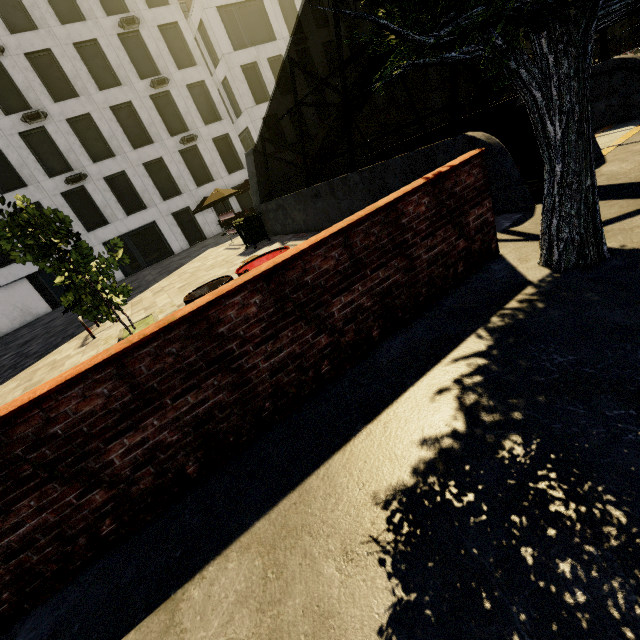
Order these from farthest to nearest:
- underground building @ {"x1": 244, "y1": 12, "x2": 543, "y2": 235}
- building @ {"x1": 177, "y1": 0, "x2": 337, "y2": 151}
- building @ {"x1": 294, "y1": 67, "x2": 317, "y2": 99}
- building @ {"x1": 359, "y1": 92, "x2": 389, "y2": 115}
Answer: building @ {"x1": 359, "y1": 92, "x2": 389, "y2": 115} < building @ {"x1": 294, "y1": 67, "x2": 317, "y2": 99} < building @ {"x1": 177, "y1": 0, "x2": 337, "y2": 151} < underground building @ {"x1": 244, "y1": 12, "x2": 543, "y2": 235}

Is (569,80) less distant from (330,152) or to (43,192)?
(330,152)

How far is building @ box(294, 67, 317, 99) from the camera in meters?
29.2

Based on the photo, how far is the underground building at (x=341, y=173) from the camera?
5.0 meters

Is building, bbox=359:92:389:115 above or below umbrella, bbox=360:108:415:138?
above

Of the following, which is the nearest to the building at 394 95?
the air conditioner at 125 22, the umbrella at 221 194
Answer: the air conditioner at 125 22

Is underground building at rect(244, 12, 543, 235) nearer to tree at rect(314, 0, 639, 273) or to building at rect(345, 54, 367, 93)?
tree at rect(314, 0, 639, 273)

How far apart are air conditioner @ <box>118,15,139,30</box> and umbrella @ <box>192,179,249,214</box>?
13.7m
